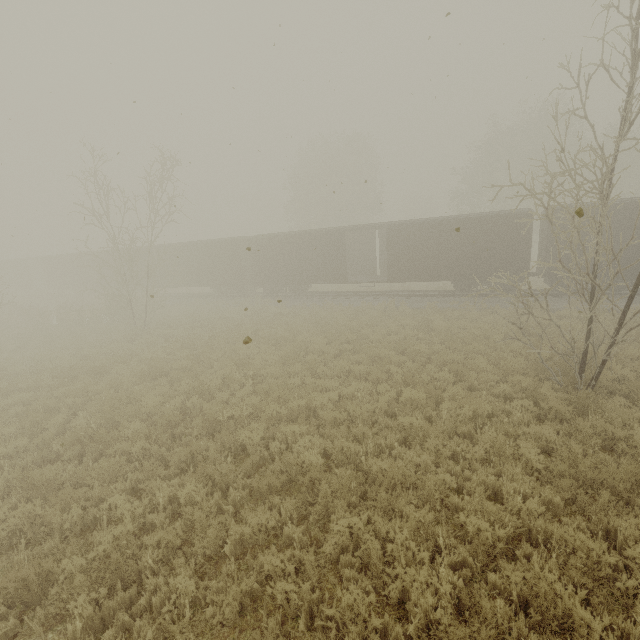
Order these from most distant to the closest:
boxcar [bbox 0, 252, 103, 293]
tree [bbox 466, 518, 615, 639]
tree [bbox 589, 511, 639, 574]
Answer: boxcar [bbox 0, 252, 103, 293]
tree [bbox 589, 511, 639, 574]
tree [bbox 466, 518, 615, 639]

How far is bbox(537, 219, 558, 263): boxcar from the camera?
17.2m

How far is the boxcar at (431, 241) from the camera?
18.11m

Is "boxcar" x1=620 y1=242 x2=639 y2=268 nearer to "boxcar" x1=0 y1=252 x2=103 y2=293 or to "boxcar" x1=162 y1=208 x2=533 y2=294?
"boxcar" x1=162 y1=208 x2=533 y2=294

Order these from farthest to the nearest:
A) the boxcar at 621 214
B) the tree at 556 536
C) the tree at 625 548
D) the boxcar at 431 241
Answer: the boxcar at 431 241 < the boxcar at 621 214 < the tree at 625 548 < the tree at 556 536

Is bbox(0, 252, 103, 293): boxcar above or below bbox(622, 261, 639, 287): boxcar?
above

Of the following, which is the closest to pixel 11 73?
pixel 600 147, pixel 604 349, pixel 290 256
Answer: pixel 600 147
